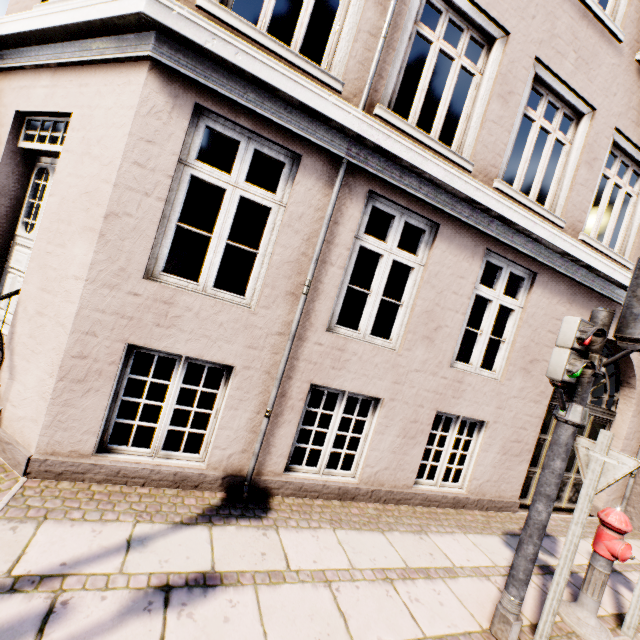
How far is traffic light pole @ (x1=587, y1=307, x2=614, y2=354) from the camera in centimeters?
270cm

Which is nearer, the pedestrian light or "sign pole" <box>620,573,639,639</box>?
the pedestrian light

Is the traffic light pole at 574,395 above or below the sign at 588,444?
above

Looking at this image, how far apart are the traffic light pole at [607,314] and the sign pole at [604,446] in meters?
0.8 m

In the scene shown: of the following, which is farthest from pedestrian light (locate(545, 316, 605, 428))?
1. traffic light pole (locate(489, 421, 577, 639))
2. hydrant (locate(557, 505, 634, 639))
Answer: hydrant (locate(557, 505, 634, 639))

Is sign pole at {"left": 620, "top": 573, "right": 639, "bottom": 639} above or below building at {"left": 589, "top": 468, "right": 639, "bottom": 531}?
below

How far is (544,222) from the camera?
4.54m

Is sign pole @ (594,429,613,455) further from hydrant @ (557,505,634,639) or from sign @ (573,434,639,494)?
hydrant @ (557,505,634,639)
